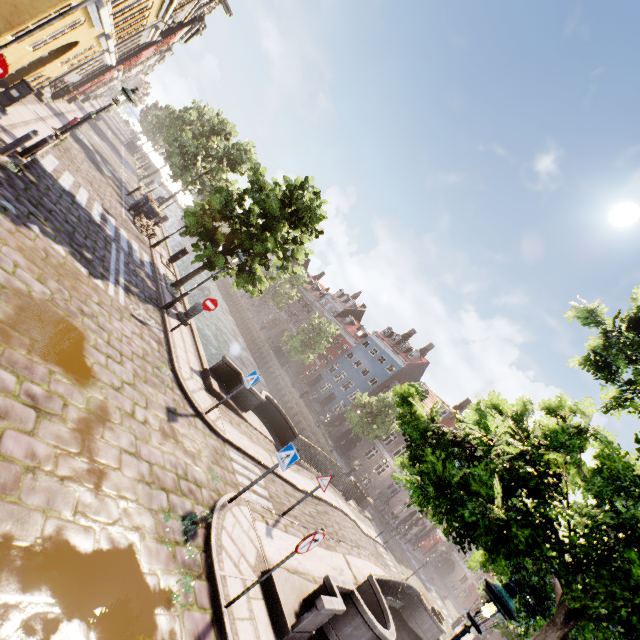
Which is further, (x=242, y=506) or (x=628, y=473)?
(x=242, y=506)

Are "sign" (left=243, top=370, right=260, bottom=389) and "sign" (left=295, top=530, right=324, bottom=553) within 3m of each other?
no

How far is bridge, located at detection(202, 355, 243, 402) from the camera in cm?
1120

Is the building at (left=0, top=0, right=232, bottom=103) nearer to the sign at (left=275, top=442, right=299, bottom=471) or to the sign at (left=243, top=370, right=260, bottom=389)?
the sign at (left=243, top=370, right=260, bottom=389)

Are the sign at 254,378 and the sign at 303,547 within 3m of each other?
no

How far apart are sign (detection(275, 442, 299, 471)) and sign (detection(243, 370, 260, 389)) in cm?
234

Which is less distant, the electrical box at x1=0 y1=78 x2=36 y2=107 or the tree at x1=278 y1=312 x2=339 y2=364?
the electrical box at x1=0 y1=78 x2=36 y2=107

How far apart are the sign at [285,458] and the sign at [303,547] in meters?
2.0
